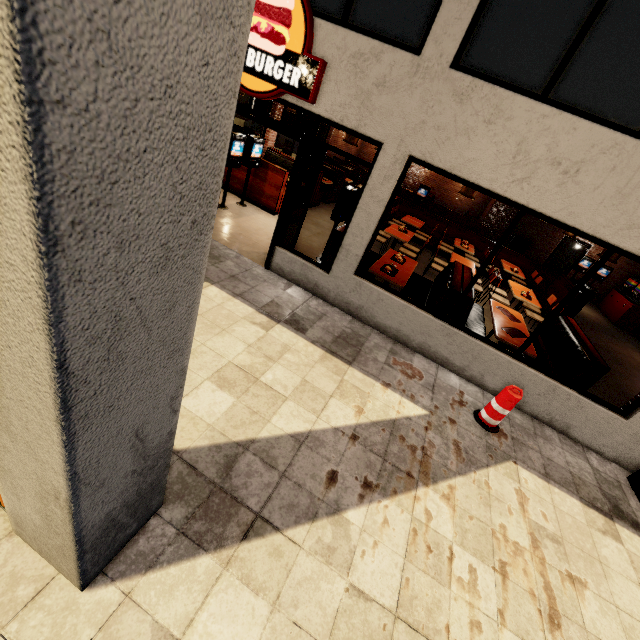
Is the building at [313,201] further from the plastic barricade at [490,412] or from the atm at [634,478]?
the plastic barricade at [490,412]

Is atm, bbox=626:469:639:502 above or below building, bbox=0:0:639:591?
below

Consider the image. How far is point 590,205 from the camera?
3.94m

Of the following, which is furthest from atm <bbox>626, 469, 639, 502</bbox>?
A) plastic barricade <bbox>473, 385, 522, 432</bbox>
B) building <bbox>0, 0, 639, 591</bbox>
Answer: plastic barricade <bbox>473, 385, 522, 432</bbox>

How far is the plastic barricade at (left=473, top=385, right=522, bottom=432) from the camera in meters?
4.3
